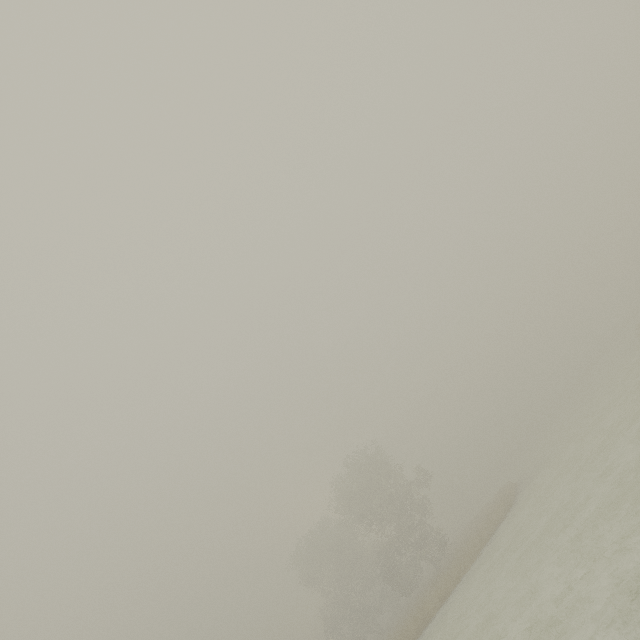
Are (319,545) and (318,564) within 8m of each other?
yes
